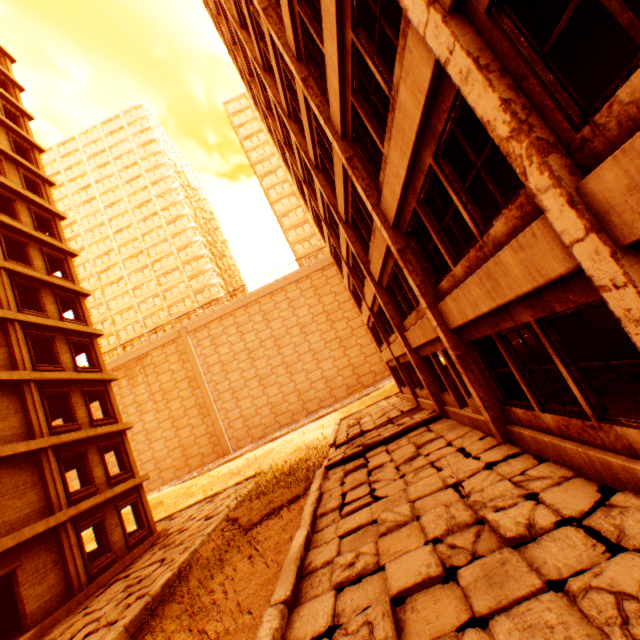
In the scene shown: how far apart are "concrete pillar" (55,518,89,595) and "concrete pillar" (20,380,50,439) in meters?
3.5 m

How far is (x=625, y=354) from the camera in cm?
805

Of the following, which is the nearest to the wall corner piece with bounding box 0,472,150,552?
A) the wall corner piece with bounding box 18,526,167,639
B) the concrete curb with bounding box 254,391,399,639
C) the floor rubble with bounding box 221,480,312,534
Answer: the wall corner piece with bounding box 18,526,167,639

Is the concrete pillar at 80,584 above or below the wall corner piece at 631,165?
below

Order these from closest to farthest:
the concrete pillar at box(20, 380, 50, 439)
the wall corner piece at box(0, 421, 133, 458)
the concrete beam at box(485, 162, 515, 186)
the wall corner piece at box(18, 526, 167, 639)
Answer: the concrete beam at box(485, 162, 515, 186) < the wall corner piece at box(18, 526, 167, 639) < the wall corner piece at box(0, 421, 133, 458) < the concrete pillar at box(20, 380, 50, 439)

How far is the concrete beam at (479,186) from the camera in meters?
8.3

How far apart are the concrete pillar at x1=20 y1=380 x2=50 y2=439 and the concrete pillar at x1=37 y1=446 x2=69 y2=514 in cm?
39

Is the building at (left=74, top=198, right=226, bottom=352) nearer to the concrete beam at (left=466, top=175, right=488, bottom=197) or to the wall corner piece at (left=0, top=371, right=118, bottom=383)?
the wall corner piece at (left=0, top=371, right=118, bottom=383)
